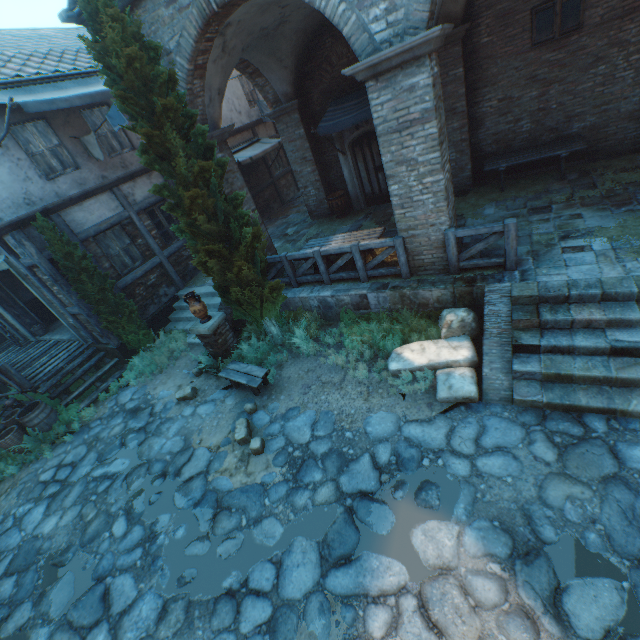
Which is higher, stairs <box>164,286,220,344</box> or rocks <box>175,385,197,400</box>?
stairs <box>164,286,220,344</box>

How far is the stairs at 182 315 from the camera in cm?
1034

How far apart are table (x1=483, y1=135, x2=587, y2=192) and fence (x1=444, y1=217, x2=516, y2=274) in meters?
4.0

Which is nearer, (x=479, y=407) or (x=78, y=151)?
(x=479, y=407)

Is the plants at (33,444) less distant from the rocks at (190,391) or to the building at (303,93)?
the building at (303,93)

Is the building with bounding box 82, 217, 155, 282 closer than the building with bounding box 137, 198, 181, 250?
Yes

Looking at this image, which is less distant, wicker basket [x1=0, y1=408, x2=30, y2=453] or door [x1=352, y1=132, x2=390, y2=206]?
wicker basket [x1=0, y1=408, x2=30, y2=453]

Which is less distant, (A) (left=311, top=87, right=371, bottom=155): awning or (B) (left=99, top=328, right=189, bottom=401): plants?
(A) (left=311, top=87, right=371, bottom=155): awning
